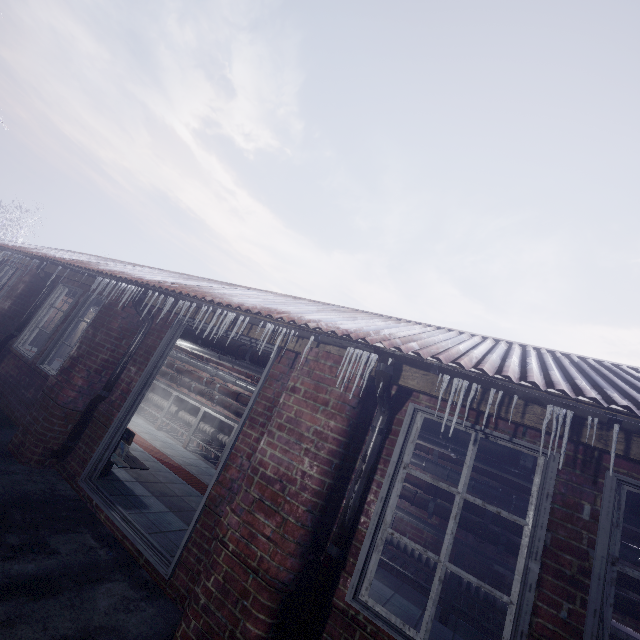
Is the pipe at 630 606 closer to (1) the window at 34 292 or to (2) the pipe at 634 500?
(2) the pipe at 634 500

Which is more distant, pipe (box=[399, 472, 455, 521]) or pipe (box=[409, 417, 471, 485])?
pipe (box=[399, 472, 455, 521])

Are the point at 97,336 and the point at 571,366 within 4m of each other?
no

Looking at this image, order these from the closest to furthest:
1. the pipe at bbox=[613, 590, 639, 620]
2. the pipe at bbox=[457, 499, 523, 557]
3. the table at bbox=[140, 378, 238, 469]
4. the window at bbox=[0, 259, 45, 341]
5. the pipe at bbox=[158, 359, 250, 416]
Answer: the pipe at bbox=[613, 590, 639, 620], the pipe at bbox=[457, 499, 523, 557], the window at bbox=[0, 259, 45, 341], the table at bbox=[140, 378, 238, 469], the pipe at bbox=[158, 359, 250, 416]

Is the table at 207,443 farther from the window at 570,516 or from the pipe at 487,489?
the window at 570,516

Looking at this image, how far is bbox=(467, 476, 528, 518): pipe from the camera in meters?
4.2

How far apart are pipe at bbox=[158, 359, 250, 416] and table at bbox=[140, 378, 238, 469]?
0.10m

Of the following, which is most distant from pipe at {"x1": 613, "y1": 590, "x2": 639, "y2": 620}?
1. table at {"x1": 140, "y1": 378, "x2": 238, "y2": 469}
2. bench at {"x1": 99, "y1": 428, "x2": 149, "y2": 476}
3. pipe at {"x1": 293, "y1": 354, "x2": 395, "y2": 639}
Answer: pipe at {"x1": 293, "y1": 354, "x2": 395, "y2": 639}
